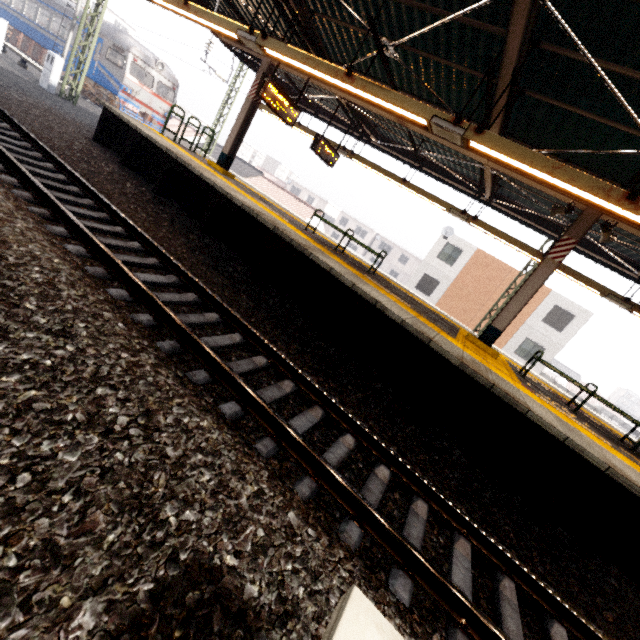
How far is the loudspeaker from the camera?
6.6 meters

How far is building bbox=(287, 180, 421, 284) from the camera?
52.53m

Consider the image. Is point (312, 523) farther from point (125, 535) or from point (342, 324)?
point (342, 324)

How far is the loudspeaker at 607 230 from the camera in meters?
6.6 m

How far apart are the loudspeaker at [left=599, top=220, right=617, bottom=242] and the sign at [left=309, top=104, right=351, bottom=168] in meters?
7.7

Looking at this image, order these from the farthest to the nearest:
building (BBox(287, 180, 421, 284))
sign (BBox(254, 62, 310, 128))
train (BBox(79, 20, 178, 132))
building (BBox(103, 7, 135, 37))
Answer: building (BBox(287, 180, 421, 284))
building (BBox(103, 7, 135, 37))
train (BBox(79, 20, 178, 132))
sign (BBox(254, 62, 310, 128))

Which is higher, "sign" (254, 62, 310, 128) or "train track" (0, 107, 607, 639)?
"sign" (254, 62, 310, 128)

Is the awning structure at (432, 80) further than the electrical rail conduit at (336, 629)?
Yes
